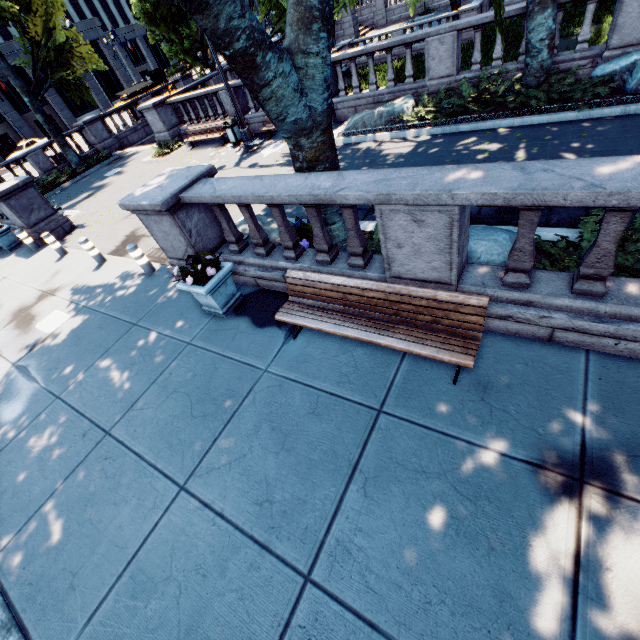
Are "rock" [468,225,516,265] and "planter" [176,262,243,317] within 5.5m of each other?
yes

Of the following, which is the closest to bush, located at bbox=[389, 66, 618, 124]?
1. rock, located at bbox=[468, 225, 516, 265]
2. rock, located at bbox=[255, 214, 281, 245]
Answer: rock, located at bbox=[468, 225, 516, 265]

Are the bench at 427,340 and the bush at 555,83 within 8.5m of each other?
yes

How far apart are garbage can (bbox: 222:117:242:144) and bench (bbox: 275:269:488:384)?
13.31m

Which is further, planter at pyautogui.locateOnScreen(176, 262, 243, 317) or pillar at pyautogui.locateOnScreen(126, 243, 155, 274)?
pillar at pyautogui.locateOnScreen(126, 243, 155, 274)

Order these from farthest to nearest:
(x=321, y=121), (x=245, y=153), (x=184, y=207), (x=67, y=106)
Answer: (x=67, y=106)
(x=245, y=153)
(x=184, y=207)
(x=321, y=121)

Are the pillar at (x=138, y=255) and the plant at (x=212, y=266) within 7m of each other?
yes

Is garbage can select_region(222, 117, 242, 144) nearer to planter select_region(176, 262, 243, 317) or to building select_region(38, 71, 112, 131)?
planter select_region(176, 262, 243, 317)
